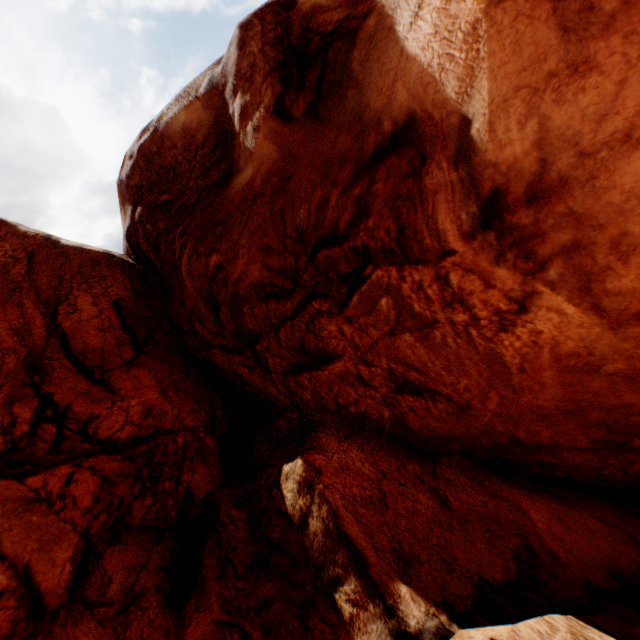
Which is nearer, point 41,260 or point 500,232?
point 500,232
